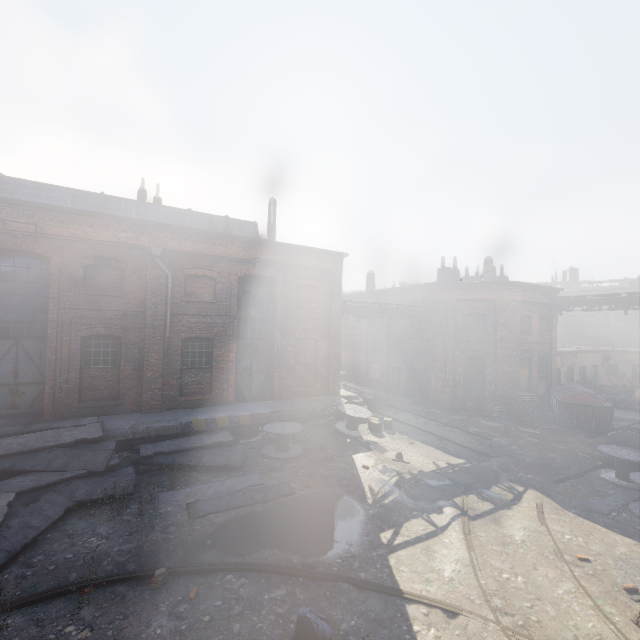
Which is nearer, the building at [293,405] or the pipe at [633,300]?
the building at [293,405]

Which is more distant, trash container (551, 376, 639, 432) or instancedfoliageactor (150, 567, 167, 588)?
trash container (551, 376, 639, 432)

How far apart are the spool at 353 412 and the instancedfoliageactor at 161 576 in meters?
9.0 m

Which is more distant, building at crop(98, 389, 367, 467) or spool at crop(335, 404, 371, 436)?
spool at crop(335, 404, 371, 436)

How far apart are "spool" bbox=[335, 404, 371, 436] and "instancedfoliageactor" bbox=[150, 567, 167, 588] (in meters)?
8.96

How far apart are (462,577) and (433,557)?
0.7m

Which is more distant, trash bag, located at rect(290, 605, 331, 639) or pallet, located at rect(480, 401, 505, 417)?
pallet, located at rect(480, 401, 505, 417)

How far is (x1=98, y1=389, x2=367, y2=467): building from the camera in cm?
1139
